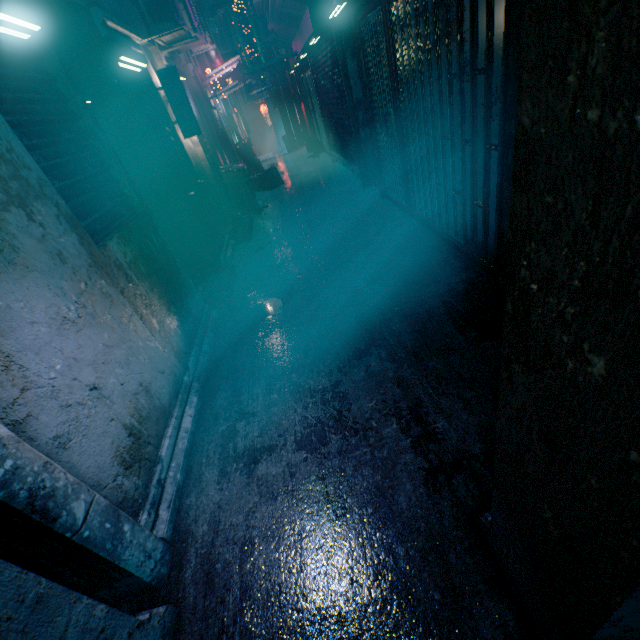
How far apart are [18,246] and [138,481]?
1.38m

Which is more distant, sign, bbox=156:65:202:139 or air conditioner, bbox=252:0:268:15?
air conditioner, bbox=252:0:268:15

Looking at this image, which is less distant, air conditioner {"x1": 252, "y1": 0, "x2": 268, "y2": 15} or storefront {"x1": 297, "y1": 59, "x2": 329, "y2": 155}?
air conditioner {"x1": 252, "y1": 0, "x2": 268, "y2": 15}

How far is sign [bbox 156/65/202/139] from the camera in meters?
4.3

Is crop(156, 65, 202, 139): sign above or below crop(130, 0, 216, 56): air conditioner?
below

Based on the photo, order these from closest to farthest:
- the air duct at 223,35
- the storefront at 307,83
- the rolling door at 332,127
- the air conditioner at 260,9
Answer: the rolling door at 332,127, the air conditioner at 260,9, the air duct at 223,35, the storefront at 307,83

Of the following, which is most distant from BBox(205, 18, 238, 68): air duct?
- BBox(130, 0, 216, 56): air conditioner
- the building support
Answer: BBox(130, 0, 216, 56): air conditioner

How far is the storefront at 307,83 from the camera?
9.6m
